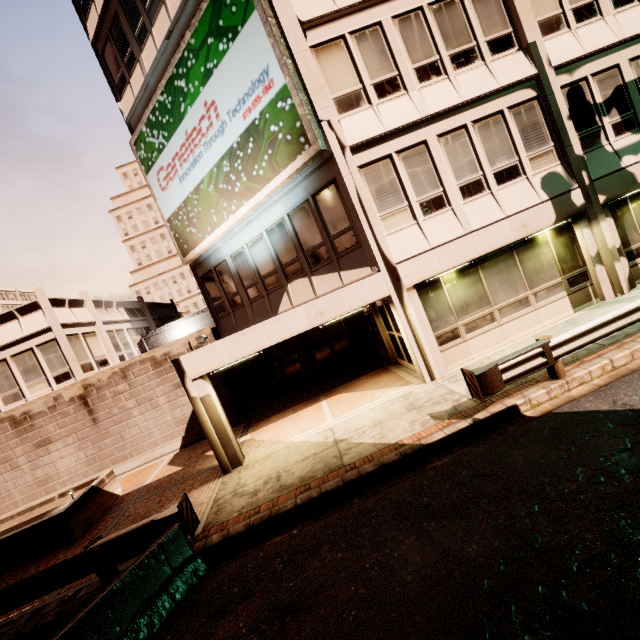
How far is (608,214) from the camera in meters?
10.5

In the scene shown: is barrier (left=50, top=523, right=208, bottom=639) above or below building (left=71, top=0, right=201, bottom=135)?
below

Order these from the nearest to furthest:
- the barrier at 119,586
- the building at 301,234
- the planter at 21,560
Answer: the barrier at 119,586, the planter at 21,560, the building at 301,234

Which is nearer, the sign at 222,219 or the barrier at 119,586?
the barrier at 119,586

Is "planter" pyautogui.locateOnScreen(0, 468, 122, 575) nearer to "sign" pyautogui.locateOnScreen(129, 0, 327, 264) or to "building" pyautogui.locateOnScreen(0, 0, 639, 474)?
"building" pyautogui.locateOnScreen(0, 0, 639, 474)

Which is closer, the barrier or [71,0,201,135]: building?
the barrier

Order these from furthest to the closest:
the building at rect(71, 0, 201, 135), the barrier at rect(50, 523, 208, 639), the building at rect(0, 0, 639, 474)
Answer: the building at rect(71, 0, 201, 135) < the building at rect(0, 0, 639, 474) < the barrier at rect(50, 523, 208, 639)

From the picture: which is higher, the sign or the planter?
the sign
